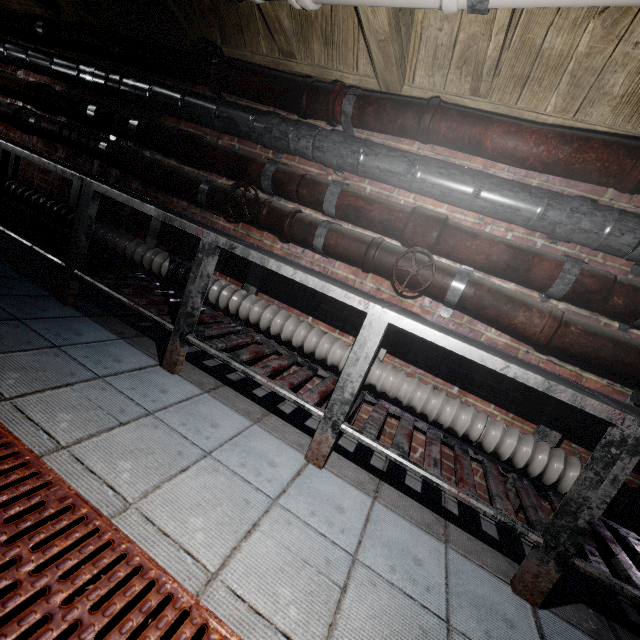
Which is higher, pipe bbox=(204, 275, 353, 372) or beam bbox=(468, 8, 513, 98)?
beam bbox=(468, 8, 513, 98)

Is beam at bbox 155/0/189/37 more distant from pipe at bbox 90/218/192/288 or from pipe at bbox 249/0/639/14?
pipe at bbox 90/218/192/288

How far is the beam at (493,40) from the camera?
1.3m

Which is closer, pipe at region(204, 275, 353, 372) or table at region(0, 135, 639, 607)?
table at region(0, 135, 639, 607)

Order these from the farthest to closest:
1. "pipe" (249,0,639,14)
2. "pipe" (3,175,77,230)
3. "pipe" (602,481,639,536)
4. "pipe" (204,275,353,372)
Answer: "pipe" (3,175,77,230) → "pipe" (204,275,353,372) → "pipe" (602,481,639,536) → "pipe" (249,0,639,14)

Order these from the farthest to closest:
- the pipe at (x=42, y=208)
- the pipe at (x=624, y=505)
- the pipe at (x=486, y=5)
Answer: the pipe at (x=42, y=208) < the pipe at (x=624, y=505) < the pipe at (x=486, y=5)

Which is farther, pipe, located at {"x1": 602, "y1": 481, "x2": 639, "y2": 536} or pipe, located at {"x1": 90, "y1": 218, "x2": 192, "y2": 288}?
pipe, located at {"x1": 90, "y1": 218, "x2": 192, "y2": 288}

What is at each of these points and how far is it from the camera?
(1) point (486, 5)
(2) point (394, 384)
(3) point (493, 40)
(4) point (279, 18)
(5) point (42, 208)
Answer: (1) pipe, 1.0 meters
(2) pipe, 1.8 meters
(3) beam, 1.4 meters
(4) beam, 1.8 meters
(5) pipe, 2.8 meters
